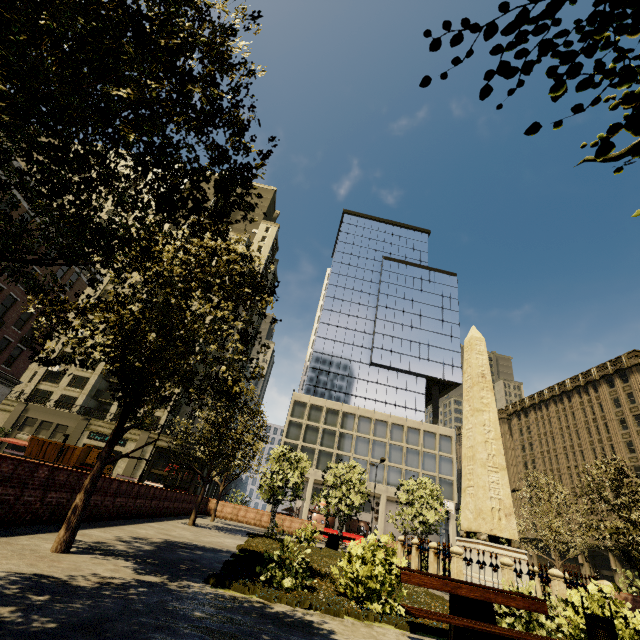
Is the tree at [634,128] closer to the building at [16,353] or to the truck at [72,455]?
the building at [16,353]

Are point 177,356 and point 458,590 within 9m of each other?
yes

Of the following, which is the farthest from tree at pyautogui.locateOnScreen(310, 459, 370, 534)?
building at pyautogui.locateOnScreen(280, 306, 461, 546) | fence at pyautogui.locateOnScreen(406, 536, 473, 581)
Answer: building at pyautogui.locateOnScreen(280, 306, 461, 546)

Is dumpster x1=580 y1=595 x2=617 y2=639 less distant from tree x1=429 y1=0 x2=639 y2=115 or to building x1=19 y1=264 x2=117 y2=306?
tree x1=429 y1=0 x2=639 y2=115

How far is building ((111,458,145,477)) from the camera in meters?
39.0

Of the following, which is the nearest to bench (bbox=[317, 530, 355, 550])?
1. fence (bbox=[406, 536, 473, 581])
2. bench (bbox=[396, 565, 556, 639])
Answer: fence (bbox=[406, 536, 473, 581])

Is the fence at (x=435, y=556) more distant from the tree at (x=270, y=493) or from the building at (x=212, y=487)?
the building at (x=212, y=487)

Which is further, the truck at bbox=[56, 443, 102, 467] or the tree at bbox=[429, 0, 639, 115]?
the truck at bbox=[56, 443, 102, 467]
